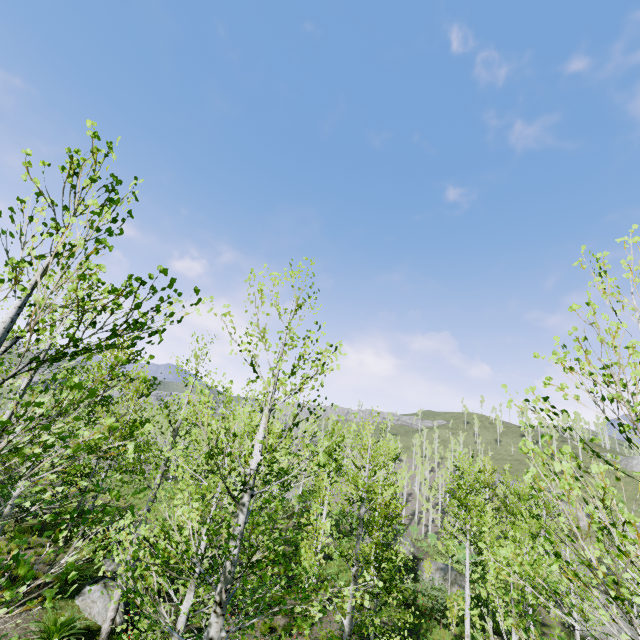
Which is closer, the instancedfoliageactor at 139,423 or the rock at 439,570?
the instancedfoliageactor at 139,423

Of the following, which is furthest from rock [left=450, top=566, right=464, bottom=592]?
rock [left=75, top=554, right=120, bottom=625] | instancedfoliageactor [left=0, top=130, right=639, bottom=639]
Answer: rock [left=75, top=554, right=120, bottom=625]

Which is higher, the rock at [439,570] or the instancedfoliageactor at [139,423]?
the instancedfoliageactor at [139,423]

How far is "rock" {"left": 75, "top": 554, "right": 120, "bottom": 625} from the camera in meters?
10.6 m

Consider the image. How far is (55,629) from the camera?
8.99m

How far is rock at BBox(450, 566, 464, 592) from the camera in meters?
25.4
